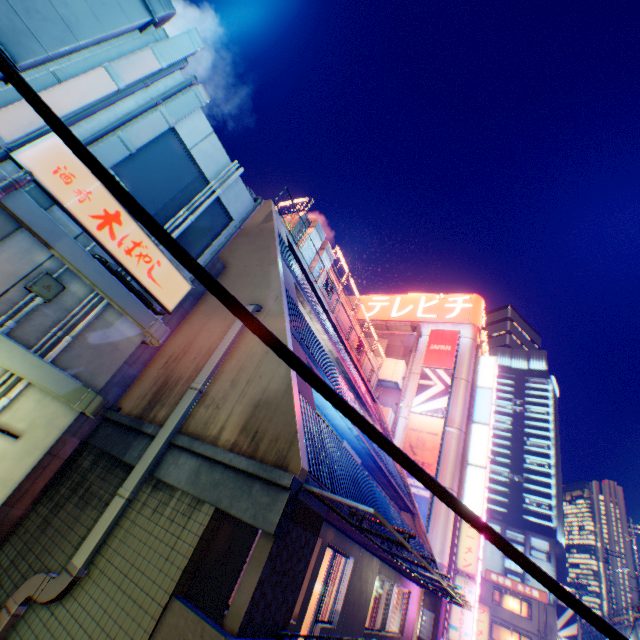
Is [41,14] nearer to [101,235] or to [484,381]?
[101,235]

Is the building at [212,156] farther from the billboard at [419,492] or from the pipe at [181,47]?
the billboard at [419,492]

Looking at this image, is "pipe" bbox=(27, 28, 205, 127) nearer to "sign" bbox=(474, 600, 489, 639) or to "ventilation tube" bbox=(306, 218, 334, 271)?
"ventilation tube" bbox=(306, 218, 334, 271)

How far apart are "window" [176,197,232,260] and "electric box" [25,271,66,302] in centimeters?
185cm

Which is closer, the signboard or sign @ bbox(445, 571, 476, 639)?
sign @ bbox(445, 571, 476, 639)

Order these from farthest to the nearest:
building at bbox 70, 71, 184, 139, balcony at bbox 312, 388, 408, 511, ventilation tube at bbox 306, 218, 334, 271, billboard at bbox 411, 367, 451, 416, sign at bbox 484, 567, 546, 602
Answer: sign at bbox 484, 567, 546, 602 → billboard at bbox 411, 367, 451, 416 → ventilation tube at bbox 306, 218, 334, 271 → balcony at bbox 312, 388, 408, 511 → building at bbox 70, 71, 184, 139

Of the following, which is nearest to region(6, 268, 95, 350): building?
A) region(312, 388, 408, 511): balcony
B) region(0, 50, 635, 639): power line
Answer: region(312, 388, 408, 511): balcony

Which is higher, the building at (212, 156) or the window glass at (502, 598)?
the building at (212, 156)
